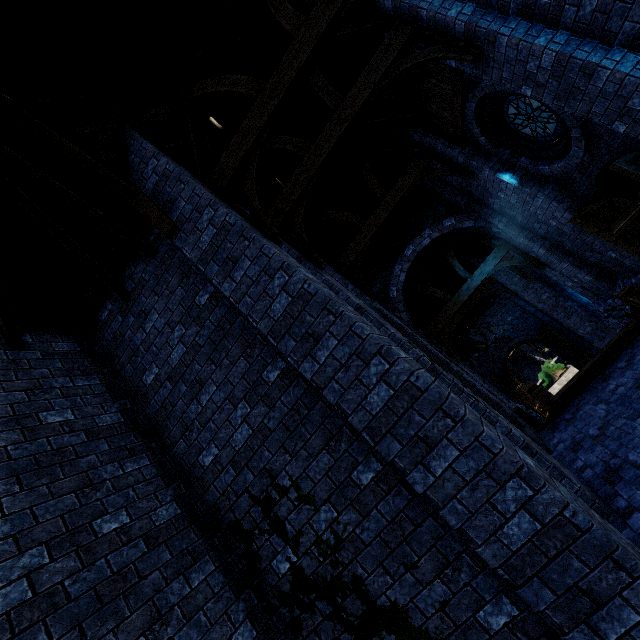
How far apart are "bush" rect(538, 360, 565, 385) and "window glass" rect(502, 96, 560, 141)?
21.29m

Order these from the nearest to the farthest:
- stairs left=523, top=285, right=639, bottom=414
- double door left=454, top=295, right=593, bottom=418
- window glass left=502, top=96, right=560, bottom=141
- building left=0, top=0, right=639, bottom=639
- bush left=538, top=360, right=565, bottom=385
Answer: building left=0, top=0, right=639, bottom=639 < window glass left=502, top=96, right=560, bottom=141 < stairs left=523, top=285, right=639, bottom=414 < double door left=454, top=295, right=593, bottom=418 < bush left=538, top=360, right=565, bottom=385

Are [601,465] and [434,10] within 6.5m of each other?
no

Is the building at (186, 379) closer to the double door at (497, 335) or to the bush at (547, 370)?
the double door at (497, 335)

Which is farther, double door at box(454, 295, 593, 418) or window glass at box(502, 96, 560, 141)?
double door at box(454, 295, 593, 418)

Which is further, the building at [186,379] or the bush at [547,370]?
the bush at [547,370]

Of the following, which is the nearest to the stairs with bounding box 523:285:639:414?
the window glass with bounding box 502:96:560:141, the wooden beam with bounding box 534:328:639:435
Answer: the wooden beam with bounding box 534:328:639:435

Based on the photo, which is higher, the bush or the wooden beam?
the wooden beam
